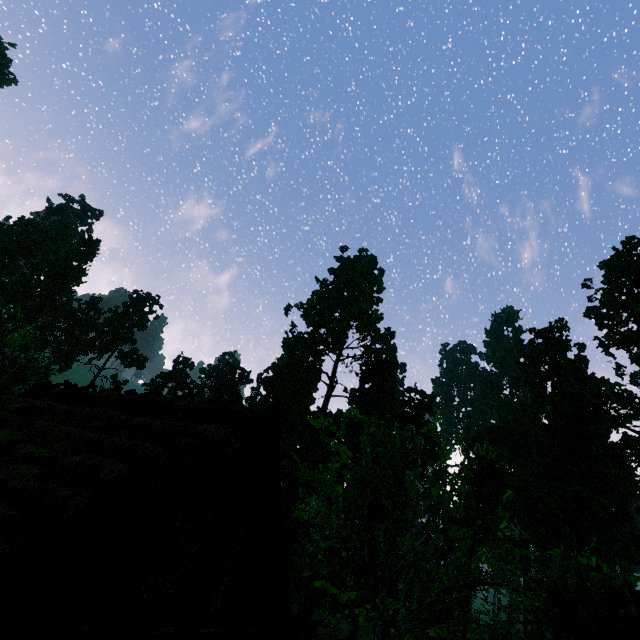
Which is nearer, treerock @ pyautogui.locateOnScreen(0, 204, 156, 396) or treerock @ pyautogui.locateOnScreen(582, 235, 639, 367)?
treerock @ pyautogui.locateOnScreen(0, 204, 156, 396)

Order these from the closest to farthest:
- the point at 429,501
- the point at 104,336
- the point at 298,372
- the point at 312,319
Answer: the point at 429,501 < the point at 312,319 < the point at 104,336 < the point at 298,372

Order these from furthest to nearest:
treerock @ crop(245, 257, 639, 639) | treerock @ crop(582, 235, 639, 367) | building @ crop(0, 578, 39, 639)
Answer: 1. treerock @ crop(582, 235, 639, 367)
2. treerock @ crop(245, 257, 639, 639)
3. building @ crop(0, 578, 39, 639)

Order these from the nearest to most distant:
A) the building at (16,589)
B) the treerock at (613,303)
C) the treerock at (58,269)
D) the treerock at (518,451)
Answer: the building at (16,589)
the treerock at (518,451)
the treerock at (58,269)
the treerock at (613,303)

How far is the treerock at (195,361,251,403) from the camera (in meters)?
50.91

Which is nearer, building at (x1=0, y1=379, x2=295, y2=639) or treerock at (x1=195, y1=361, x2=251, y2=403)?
building at (x1=0, y1=379, x2=295, y2=639)

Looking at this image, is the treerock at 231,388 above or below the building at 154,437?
above
